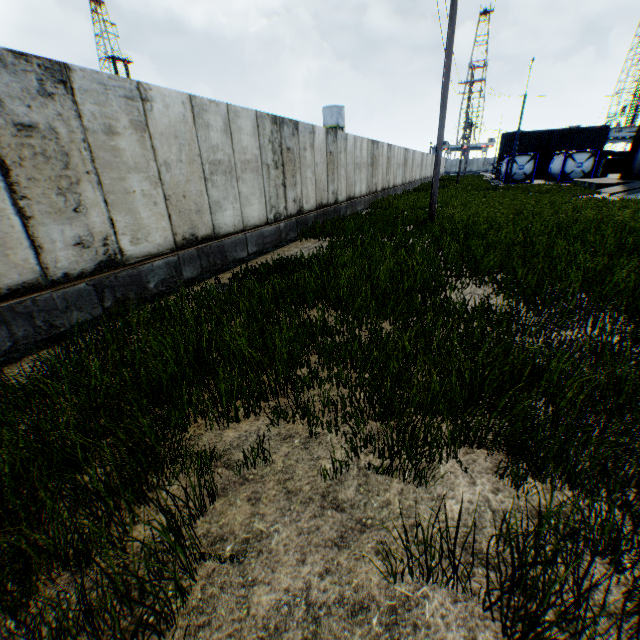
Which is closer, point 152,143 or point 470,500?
point 470,500

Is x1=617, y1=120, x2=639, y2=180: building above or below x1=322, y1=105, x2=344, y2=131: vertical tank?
below

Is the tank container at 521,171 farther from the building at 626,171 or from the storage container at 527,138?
the storage container at 527,138

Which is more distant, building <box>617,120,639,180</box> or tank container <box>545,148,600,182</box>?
tank container <box>545,148,600,182</box>

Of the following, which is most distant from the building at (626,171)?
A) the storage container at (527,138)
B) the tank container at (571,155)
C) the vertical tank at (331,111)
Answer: the vertical tank at (331,111)

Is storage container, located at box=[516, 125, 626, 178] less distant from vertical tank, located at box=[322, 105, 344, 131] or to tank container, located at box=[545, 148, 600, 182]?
tank container, located at box=[545, 148, 600, 182]

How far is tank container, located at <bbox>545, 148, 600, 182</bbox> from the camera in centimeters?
3228cm

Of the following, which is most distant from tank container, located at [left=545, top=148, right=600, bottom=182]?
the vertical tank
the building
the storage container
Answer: the vertical tank
